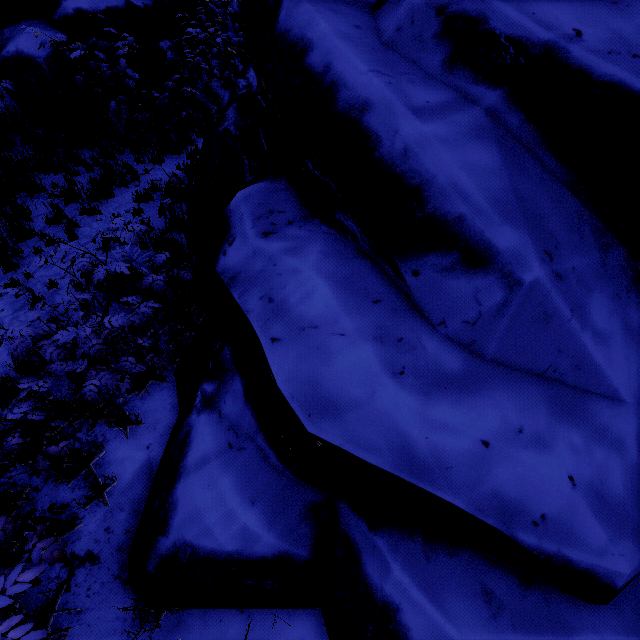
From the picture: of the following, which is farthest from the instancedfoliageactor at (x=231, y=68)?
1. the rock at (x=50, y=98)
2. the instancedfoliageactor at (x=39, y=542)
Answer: the instancedfoliageactor at (x=39, y=542)

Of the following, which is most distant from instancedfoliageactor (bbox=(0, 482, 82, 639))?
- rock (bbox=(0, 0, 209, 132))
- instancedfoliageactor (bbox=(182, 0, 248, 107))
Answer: instancedfoliageactor (bbox=(182, 0, 248, 107))

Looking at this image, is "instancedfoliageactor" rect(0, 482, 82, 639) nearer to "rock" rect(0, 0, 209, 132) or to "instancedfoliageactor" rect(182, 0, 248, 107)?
"rock" rect(0, 0, 209, 132)

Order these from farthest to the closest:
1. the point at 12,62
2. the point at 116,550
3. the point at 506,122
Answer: the point at 12,62 → the point at 116,550 → the point at 506,122

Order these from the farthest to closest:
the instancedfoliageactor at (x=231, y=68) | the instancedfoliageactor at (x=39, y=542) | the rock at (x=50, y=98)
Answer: the instancedfoliageactor at (x=231, y=68) < the rock at (x=50, y=98) < the instancedfoliageactor at (x=39, y=542)

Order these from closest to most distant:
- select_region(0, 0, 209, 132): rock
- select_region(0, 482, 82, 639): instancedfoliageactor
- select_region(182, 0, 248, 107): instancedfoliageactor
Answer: select_region(0, 482, 82, 639): instancedfoliageactor < select_region(0, 0, 209, 132): rock < select_region(182, 0, 248, 107): instancedfoliageactor

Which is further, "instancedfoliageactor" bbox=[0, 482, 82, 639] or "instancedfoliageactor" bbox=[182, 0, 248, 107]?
"instancedfoliageactor" bbox=[182, 0, 248, 107]
